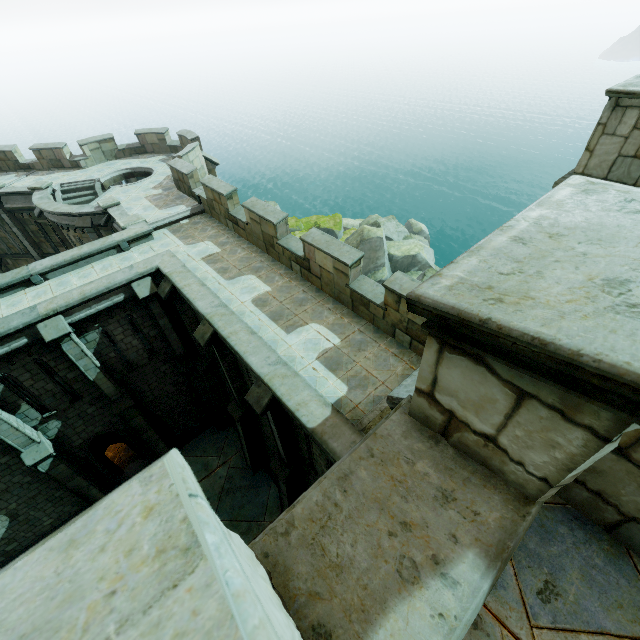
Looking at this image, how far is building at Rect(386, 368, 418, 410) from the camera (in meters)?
2.90

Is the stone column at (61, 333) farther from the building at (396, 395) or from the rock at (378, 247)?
the rock at (378, 247)

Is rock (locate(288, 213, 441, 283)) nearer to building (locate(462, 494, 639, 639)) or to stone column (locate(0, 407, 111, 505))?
building (locate(462, 494, 639, 639))

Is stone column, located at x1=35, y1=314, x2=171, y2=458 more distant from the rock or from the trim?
the rock

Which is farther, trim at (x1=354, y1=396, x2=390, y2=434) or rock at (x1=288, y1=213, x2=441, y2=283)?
rock at (x1=288, y1=213, x2=441, y2=283)

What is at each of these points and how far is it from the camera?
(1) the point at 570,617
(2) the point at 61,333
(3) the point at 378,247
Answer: (1) building, 1.6 meters
(2) stone column, 10.7 meters
(3) rock, 26.2 meters

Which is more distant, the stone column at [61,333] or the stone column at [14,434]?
the stone column at [14,434]

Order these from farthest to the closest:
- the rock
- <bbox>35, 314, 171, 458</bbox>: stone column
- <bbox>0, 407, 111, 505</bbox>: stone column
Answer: the rock
<bbox>0, 407, 111, 505</bbox>: stone column
<bbox>35, 314, 171, 458</bbox>: stone column
